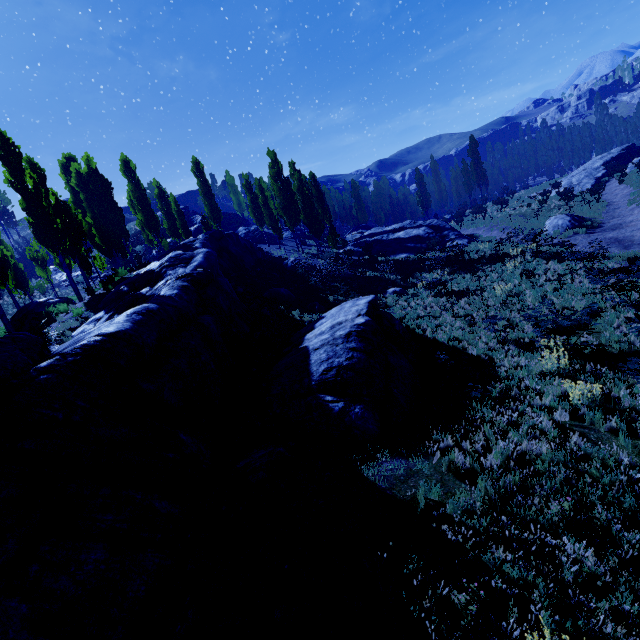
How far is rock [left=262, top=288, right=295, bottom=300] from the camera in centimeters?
1833cm

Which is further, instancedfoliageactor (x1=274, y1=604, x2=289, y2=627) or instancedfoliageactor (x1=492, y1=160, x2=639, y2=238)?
instancedfoliageactor (x1=492, y1=160, x2=639, y2=238)

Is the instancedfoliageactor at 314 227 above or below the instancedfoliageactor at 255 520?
above

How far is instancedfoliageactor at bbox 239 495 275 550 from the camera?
5.3m

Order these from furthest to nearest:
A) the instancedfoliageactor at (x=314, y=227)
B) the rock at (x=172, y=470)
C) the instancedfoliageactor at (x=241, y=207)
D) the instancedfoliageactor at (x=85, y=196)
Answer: the instancedfoliageactor at (x=241, y=207) → the instancedfoliageactor at (x=314, y=227) → the instancedfoliageactor at (x=85, y=196) → the rock at (x=172, y=470)

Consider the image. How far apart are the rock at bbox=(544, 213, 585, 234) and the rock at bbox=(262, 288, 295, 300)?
20.7 meters

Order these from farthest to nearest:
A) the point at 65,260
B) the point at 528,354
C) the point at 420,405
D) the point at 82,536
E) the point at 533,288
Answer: the point at 65,260, the point at 533,288, the point at 528,354, the point at 420,405, the point at 82,536

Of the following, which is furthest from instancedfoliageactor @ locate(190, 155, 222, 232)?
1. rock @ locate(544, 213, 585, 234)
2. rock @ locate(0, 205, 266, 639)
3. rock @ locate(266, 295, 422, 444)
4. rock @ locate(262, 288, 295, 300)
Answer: rock @ locate(544, 213, 585, 234)
